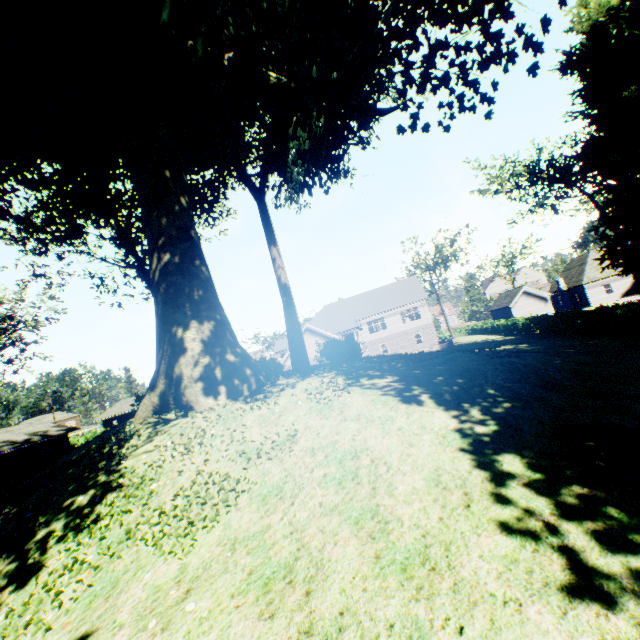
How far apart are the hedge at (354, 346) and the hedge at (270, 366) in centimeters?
273cm

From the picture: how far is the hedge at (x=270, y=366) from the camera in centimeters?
1298cm

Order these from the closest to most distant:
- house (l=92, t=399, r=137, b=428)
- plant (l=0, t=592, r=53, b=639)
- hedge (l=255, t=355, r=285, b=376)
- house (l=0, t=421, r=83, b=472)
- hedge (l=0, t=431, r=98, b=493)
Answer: plant (l=0, t=592, r=53, b=639), hedge (l=255, t=355, r=285, b=376), hedge (l=0, t=431, r=98, b=493), house (l=0, t=421, r=83, b=472), house (l=92, t=399, r=137, b=428)

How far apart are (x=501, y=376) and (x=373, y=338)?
39.29m

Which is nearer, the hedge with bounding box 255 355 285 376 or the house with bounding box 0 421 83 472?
the hedge with bounding box 255 355 285 376

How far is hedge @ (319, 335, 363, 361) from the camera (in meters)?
14.70

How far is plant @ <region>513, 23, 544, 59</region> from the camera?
10.56m

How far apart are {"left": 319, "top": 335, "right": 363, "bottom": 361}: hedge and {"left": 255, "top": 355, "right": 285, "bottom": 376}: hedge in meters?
2.7
